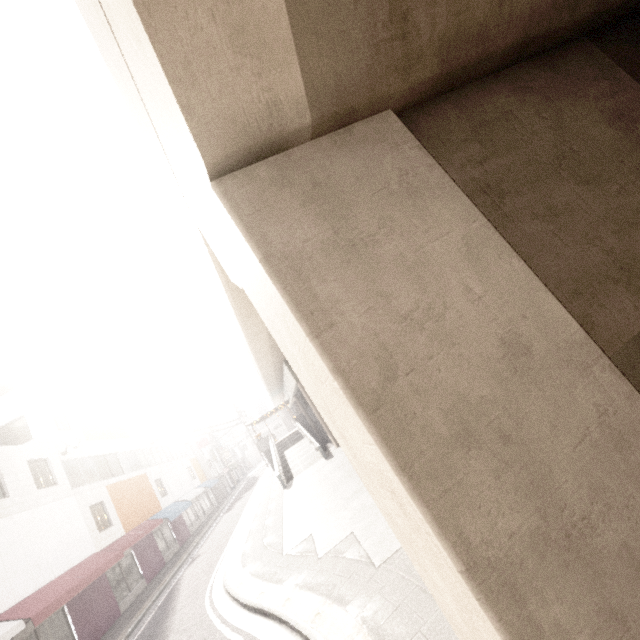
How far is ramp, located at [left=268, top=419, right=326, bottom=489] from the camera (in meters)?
21.08

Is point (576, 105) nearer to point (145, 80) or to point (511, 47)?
point (511, 47)

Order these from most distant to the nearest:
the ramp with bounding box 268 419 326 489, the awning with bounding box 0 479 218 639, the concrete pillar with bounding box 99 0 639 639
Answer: the ramp with bounding box 268 419 326 489, the awning with bounding box 0 479 218 639, the concrete pillar with bounding box 99 0 639 639

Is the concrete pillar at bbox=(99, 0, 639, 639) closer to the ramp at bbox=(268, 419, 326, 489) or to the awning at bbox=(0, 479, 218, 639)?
the ramp at bbox=(268, 419, 326, 489)

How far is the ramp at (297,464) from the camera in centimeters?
2108cm

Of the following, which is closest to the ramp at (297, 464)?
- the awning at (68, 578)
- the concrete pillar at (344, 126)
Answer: the concrete pillar at (344, 126)
